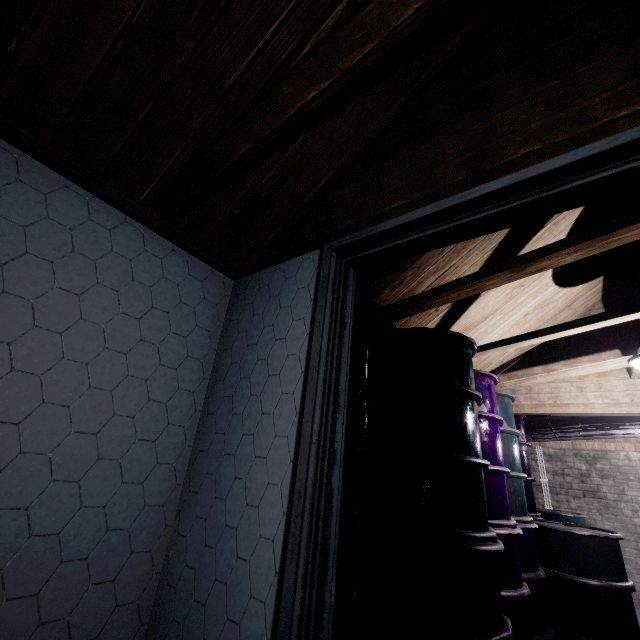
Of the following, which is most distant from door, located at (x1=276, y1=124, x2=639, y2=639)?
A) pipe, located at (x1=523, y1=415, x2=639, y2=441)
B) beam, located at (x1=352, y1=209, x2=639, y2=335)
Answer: pipe, located at (x1=523, y1=415, x2=639, y2=441)

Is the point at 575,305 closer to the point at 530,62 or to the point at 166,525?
the point at 530,62

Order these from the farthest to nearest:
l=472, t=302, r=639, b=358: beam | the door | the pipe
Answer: the pipe < l=472, t=302, r=639, b=358: beam < the door

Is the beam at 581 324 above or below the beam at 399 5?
above

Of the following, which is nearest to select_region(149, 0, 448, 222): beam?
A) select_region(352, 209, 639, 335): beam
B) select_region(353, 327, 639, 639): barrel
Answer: select_region(352, 209, 639, 335): beam

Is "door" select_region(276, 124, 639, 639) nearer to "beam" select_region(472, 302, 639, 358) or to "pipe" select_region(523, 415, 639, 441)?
"beam" select_region(472, 302, 639, 358)

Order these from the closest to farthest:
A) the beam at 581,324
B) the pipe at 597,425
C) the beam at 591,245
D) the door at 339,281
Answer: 1. the door at 339,281
2. the beam at 591,245
3. the beam at 581,324
4. the pipe at 597,425
